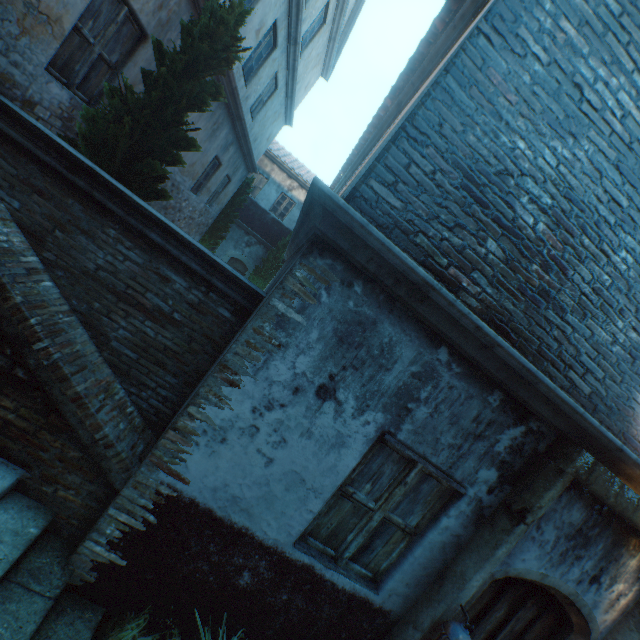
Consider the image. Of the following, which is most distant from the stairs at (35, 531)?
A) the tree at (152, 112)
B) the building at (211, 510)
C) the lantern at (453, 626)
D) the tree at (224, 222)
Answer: the tree at (224, 222)

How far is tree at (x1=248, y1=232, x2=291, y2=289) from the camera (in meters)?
17.42

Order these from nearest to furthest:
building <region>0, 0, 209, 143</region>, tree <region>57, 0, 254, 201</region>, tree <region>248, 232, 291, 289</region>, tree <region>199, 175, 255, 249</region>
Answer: building <region>0, 0, 209, 143</region>, tree <region>57, 0, 254, 201</region>, tree <region>199, 175, 255, 249</region>, tree <region>248, 232, 291, 289</region>

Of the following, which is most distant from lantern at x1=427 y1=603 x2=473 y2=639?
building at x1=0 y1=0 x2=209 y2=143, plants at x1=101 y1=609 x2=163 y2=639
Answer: building at x1=0 y1=0 x2=209 y2=143

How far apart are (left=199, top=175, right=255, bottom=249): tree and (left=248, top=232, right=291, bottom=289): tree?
3.0m

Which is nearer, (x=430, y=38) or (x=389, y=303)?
(x=389, y=303)

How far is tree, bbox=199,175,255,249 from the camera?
14.4 meters

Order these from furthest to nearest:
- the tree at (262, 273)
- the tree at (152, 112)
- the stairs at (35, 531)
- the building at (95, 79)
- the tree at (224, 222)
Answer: the tree at (262, 273) < the tree at (224, 222) < the tree at (152, 112) < the building at (95, 79) < the stairs at (35, 531)
